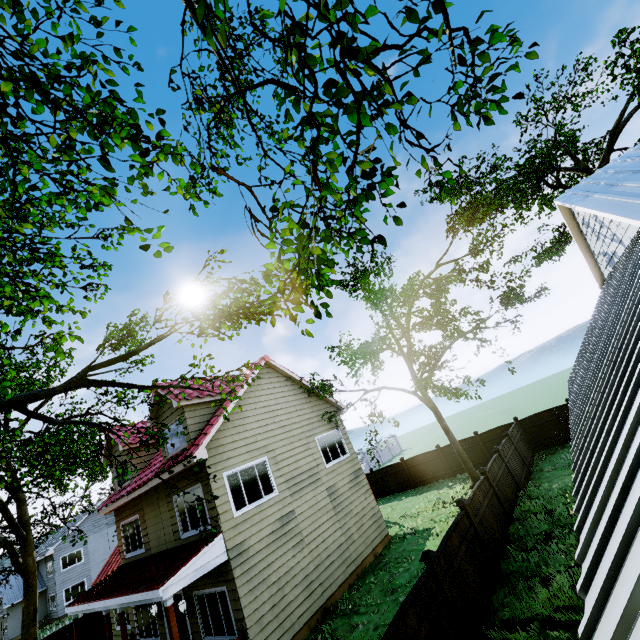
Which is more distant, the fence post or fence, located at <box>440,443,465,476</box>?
fence, located at <box>440,443,465,476</box>

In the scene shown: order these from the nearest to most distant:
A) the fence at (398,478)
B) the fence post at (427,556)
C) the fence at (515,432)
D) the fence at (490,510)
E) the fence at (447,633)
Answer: the fence at (447,633) → the fence post at (427,556) → the fence at (490,510) → the fence at (515,432) → the fence at (398,478)

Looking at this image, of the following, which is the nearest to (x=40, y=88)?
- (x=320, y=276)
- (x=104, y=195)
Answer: (x=104, y=195)

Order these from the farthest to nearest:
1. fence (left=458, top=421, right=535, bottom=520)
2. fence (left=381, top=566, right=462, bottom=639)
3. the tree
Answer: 1. fence (left=458, top=421, right=535, bottom=520)
2. fence (left=381, top=566, right=462, bottom=639)
3. the tree

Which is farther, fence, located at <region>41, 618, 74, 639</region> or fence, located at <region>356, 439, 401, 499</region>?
fence, located at <region>356, 439, 401, 499</region>

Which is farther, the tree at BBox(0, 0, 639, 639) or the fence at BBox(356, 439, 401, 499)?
the fence at BBox(356, 439, 401, 499)

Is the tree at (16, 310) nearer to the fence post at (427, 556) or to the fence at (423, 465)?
the fence at (423, 465)
